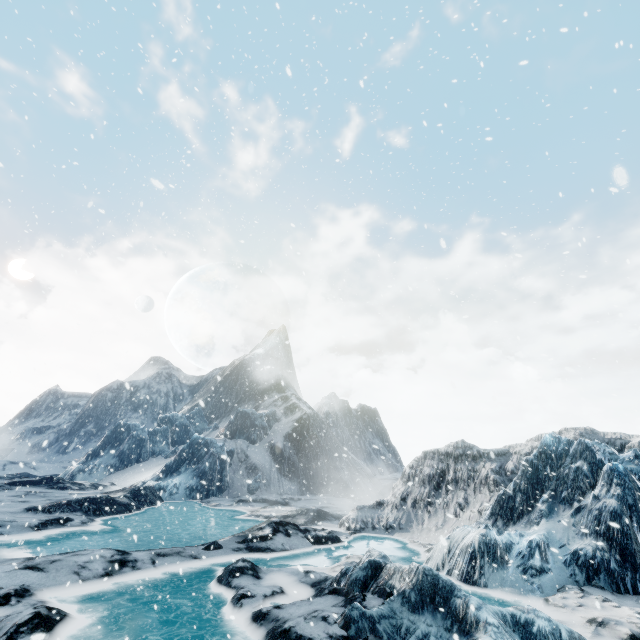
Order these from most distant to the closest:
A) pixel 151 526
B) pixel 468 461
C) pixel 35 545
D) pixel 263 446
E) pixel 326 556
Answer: pixel 263 446 → pixel 468 461 → pixel 151 526 → pixel 326 556 → pixel 35 545
